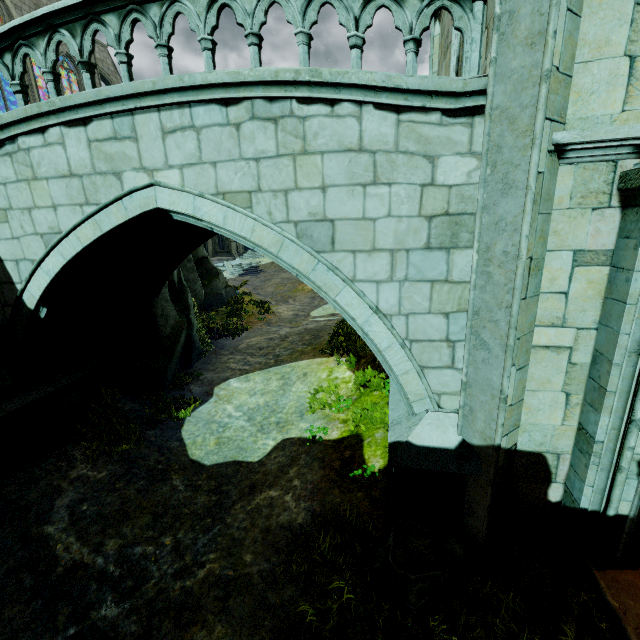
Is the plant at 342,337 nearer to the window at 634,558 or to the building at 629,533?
the building at 629,533

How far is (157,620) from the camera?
4.5m

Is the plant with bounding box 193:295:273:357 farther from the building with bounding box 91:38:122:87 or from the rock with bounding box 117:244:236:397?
the building with bounding box 91:38:122:87

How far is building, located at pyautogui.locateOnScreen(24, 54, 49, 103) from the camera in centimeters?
2298cm

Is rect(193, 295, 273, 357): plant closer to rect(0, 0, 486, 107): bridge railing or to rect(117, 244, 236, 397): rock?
rect(117, 244, 236, 397): rock

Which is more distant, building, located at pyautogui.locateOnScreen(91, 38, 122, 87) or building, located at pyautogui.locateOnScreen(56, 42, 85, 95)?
Answer: building, located at pyautogui.locateOnScreen(91, 38, 122, 87)

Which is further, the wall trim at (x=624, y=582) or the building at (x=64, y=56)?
the building at (x=64, y=56)
